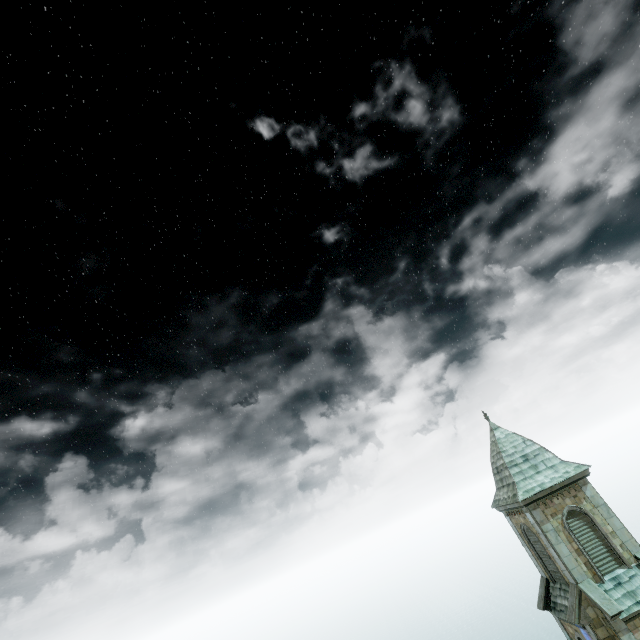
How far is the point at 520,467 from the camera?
23.8m
